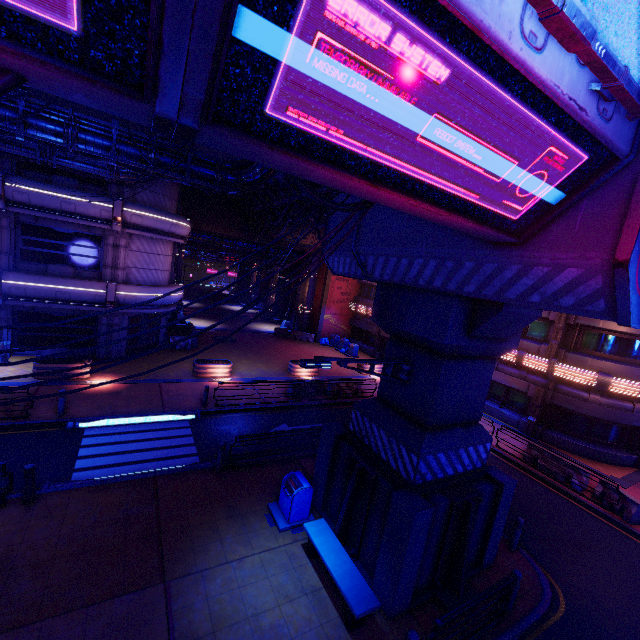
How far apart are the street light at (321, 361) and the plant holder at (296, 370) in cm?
1401

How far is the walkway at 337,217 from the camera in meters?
12.0

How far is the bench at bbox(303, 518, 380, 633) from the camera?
6.73m

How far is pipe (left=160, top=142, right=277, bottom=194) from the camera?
12.7m

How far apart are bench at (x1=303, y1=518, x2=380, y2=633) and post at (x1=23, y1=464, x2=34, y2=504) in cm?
727

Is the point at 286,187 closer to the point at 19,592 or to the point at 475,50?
the point at 475,50

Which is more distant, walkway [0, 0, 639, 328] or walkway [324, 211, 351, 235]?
walkway [324, 211, 351, 235]
